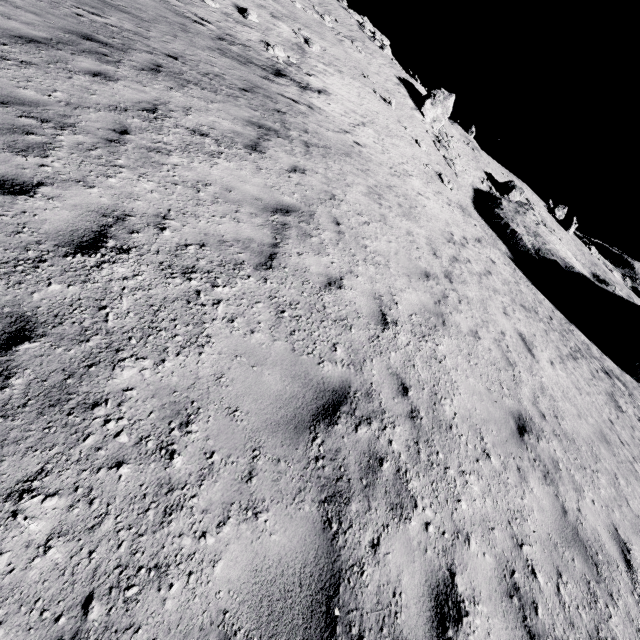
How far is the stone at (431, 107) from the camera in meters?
31.0

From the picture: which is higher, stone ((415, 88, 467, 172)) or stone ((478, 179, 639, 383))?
stone ((415, 88, 467, 172))

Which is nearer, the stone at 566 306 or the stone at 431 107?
the stone at 566 306

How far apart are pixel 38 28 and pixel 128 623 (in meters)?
9.44

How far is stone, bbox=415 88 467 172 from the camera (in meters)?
31.02

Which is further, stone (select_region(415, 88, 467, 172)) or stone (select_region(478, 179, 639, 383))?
stone (select_region(415, 88, 467, 172))
